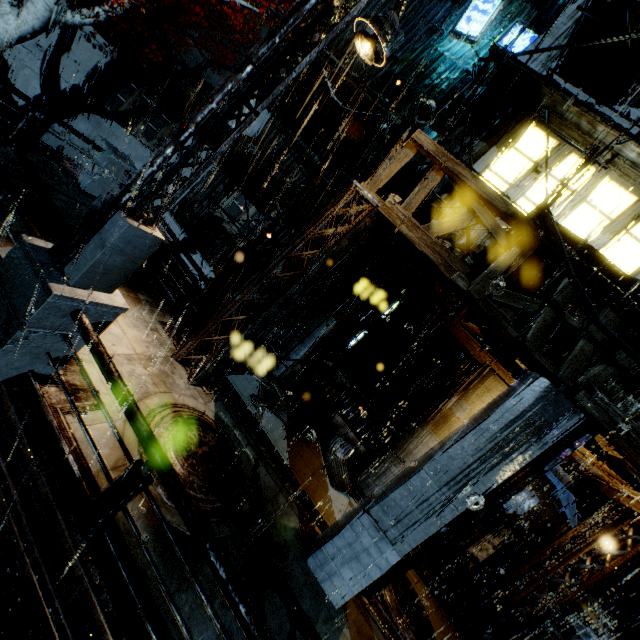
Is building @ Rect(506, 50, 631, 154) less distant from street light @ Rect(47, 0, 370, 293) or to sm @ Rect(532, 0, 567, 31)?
sm @ Rect(532, 0, 567, 31)

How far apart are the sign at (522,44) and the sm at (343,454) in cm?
1511

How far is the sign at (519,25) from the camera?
12.02m

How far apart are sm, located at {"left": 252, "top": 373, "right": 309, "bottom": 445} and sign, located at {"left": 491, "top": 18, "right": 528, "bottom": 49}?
14.8 meters

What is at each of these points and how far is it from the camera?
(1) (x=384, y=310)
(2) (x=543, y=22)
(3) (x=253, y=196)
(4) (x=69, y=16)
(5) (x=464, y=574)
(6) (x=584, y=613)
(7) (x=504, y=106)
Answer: (1) sign, 11.8m
(2) sm, 12.7m
(3) building, 17.5m
(4) tree, 9.6m
(5) building, 12.2m
(6) building vent, 10.0m
(7) building, 10.8m

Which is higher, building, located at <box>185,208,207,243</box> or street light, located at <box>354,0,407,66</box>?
street light, located at <box>354,0,407,66</box>

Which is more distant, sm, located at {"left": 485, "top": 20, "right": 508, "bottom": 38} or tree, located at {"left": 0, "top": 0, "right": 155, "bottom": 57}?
sm, located at {"left": 485, "top": 20, "right": 508, "bottom": 38}

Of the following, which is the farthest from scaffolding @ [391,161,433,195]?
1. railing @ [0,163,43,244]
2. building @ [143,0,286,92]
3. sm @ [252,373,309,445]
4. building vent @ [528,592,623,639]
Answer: building vent @ [528,592,623,639]
